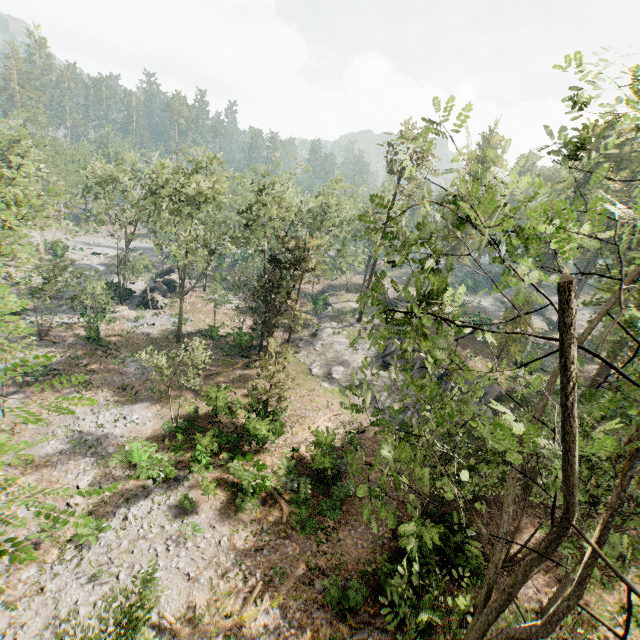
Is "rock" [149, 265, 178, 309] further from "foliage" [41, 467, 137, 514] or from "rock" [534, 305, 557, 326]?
"rock" [534, 305, 557, 326]

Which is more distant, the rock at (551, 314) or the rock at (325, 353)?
the rock at (551, 314)

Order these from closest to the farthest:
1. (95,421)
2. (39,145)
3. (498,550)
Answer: (498,550) → (95,421) → (39,145)

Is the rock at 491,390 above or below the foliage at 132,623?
below

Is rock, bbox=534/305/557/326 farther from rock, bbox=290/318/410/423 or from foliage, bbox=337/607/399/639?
rock, bbox=290/318/410/423

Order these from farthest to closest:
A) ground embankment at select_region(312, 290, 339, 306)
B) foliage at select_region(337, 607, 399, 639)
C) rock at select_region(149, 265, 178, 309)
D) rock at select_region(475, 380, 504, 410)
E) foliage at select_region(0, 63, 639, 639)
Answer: ground embankment at select_region(312, 290, 339, 306) < rock at select_region(149, 265, 178, 309) < rock at select_region(475, 380, 504, 410) < foliage at select_region(337, 607, 399, 639) < foliage at select_region(0, 63, 639, 639)

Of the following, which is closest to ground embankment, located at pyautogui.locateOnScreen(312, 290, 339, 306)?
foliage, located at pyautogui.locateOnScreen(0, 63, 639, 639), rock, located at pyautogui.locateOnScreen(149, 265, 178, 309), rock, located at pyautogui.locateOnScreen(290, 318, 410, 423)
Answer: foliage, located at pyautogui.locateOnScreen(0, 63, 639, 639)

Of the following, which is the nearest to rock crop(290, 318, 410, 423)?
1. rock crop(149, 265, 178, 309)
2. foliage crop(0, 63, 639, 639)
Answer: foliage crop(0, 63, 639, 639)
